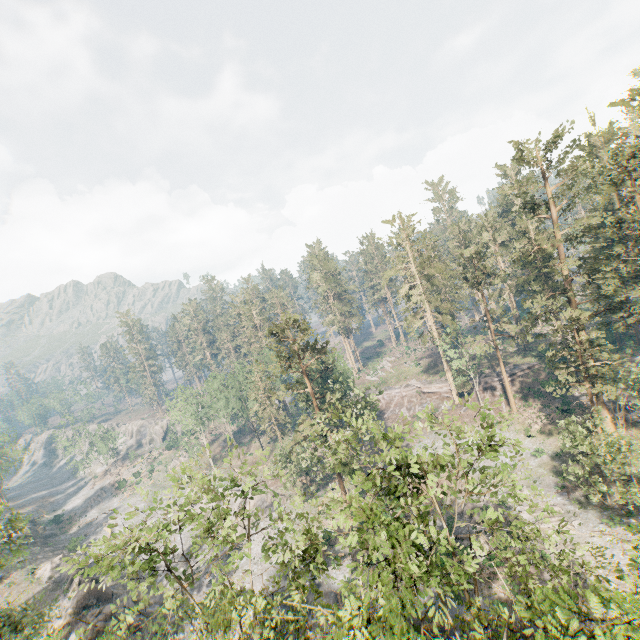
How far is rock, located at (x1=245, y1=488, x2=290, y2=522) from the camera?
45.4 meters

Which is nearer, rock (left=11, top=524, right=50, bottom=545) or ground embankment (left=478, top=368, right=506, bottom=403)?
ground embankment (left=478, top=368, right=506, bottom=403)

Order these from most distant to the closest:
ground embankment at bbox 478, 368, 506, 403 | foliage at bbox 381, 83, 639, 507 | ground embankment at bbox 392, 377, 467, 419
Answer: ground embankment at bbox 392, 377, 467, 419, ground embankment at bbox 478, 368, 506, 403, foliage at bbox 381, 83, 639, 507

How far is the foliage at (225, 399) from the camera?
56.8m

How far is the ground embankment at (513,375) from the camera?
51.2m

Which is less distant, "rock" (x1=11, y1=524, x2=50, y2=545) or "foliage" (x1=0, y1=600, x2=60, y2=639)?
"foliage" (x1=0, y1=600, x2=60, y2=639)

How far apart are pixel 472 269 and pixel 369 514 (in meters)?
40.38

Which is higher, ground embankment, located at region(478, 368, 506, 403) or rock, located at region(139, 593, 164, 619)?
ground embankment, located at region(478, 368, 506, 403)
